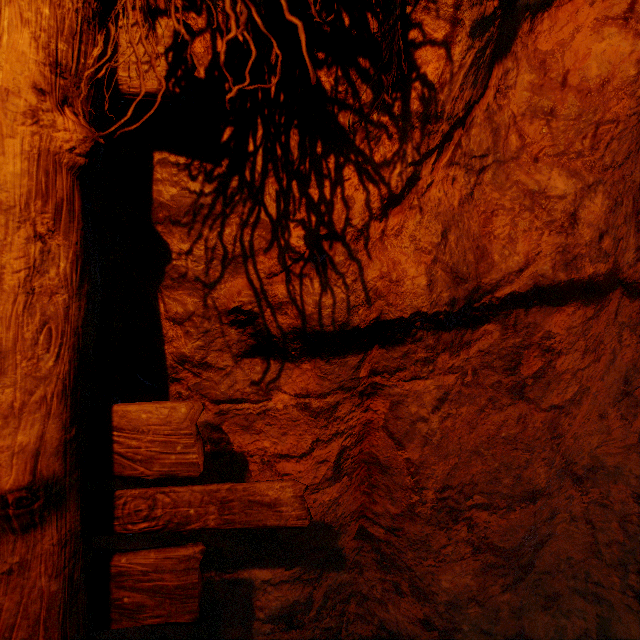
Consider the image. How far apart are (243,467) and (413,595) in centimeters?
127cm
